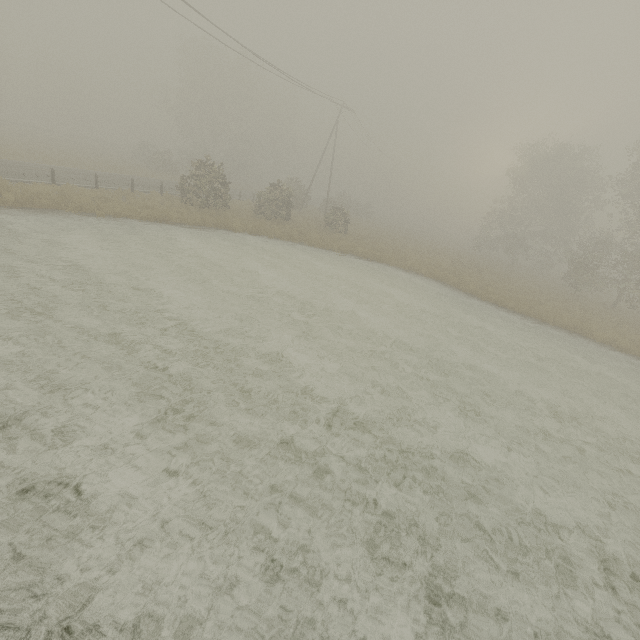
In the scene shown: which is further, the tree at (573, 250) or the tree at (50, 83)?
the tree at (50, 83)

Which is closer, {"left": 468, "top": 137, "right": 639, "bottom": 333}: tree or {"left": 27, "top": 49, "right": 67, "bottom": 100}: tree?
{"left": 468, "top": 137, "right": 639, "bottom": 333}: tree

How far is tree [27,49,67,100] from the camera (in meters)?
57.22

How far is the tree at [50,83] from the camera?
57.22m

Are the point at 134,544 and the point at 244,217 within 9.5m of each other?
no
